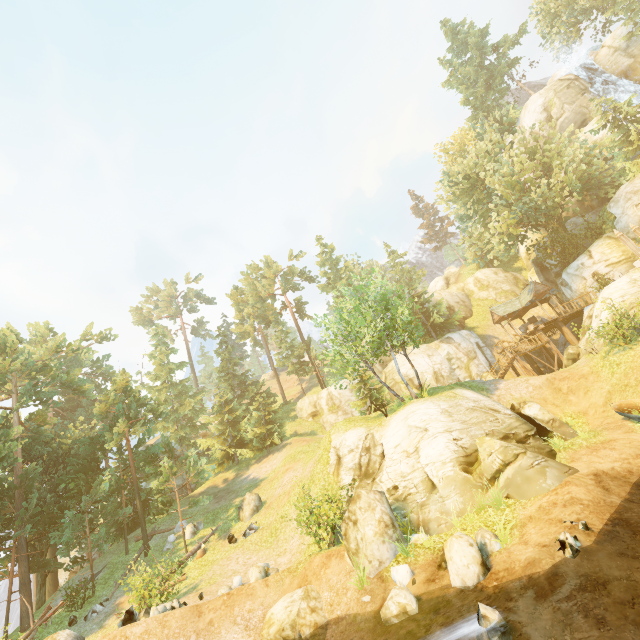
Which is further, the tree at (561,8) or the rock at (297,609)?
the tree at (561,8)

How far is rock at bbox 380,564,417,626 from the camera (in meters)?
8.88

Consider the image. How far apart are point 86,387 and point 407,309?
29.9 meters

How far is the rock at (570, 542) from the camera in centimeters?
793cm

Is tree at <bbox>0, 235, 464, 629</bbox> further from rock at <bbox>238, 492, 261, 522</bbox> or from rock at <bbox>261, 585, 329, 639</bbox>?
rock at <bbox>261, 585, 329, 639</bbox>

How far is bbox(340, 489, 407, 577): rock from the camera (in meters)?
11.12

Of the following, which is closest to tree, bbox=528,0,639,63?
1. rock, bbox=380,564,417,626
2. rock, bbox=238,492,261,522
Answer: rock, bbox=238,492,261,522

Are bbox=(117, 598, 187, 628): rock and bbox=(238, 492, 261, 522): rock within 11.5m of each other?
yes
